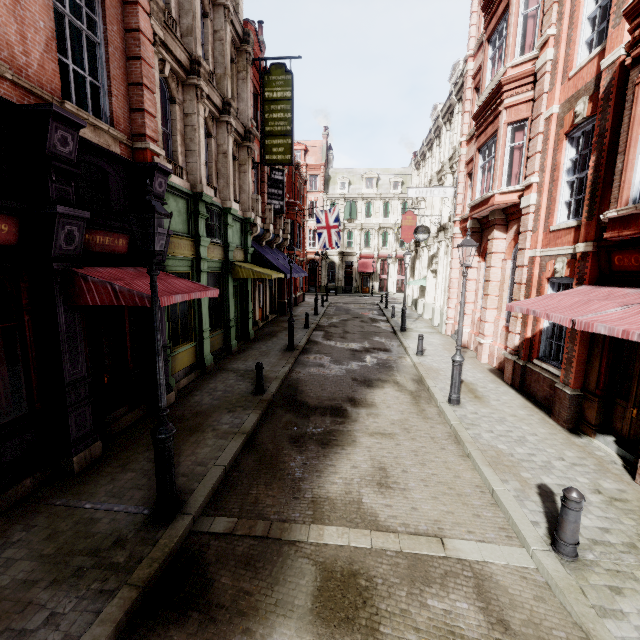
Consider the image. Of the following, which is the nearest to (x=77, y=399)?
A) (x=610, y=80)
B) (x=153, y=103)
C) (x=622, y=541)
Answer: (x=153, y=103)

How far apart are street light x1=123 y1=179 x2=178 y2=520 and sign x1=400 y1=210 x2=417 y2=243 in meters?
23.2

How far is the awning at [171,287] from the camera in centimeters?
597cm

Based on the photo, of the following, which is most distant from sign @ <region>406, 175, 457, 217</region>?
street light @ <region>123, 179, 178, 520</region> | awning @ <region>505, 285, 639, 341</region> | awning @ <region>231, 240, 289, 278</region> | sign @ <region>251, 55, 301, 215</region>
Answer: street light @ <region>123, 179, 178, 520</region>

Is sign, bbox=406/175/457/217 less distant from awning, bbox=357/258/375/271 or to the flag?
the flag

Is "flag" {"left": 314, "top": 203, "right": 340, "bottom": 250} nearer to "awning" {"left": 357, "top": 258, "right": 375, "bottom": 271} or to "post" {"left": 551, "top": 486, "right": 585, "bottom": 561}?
"awning" {"left": 357, "top": 258, "right": 375, "bottom": 271}

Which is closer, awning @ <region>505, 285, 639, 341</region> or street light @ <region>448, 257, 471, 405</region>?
awning @ <region>505, 285, 639, 341</region>

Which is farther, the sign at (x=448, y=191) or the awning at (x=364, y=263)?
the awning at (x=364, y=263)
